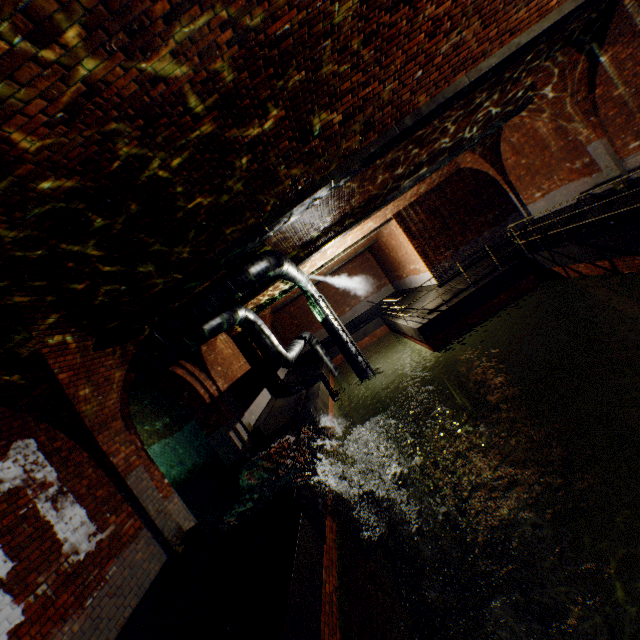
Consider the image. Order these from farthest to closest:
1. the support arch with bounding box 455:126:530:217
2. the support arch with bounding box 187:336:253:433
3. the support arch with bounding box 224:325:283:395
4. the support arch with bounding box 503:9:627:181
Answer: the support arch with bounding box 224:325:283:395
the support arch with bounding box 455:126:530:217
the support arch with bounding box 187:336:253:433
the support arch with bounding box 503:9:627:181

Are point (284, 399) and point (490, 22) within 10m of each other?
no

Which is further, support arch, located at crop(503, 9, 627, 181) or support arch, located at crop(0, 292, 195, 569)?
support arch, located at crop(503, 9, 627, 181)

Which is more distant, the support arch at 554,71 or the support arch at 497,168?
the support arch at 497,168

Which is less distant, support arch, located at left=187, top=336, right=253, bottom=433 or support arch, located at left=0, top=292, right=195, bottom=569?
support arch, located at left=0, top=292, right=195, bottom=569

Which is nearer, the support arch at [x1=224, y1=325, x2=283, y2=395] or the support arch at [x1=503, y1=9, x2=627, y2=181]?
the support arch at [x1=503, y1=9, x2=627, y2=181]

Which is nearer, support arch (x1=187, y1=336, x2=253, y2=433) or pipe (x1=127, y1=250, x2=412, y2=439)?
pipe (x1=127, y1=250, x2=412, y2=439)

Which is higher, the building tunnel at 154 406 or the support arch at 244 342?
the support arch at 244 342
